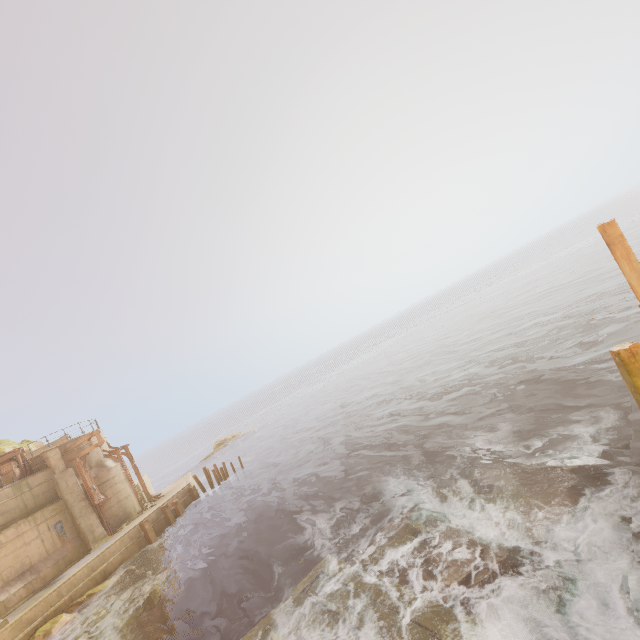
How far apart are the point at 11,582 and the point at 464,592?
23.3m

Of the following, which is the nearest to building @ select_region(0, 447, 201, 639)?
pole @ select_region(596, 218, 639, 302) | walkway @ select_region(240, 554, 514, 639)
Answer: walkway @ select_region(240, 554, 514, 639)

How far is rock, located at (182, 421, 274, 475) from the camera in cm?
4603

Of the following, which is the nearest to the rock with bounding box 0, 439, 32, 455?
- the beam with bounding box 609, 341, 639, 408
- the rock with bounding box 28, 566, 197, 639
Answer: the rock with bounding box 28, 566, 197, 639

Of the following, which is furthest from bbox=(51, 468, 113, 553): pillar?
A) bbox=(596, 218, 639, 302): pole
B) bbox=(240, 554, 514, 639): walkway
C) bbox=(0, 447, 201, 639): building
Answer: bbox=(596, 218, 639, 302): pole

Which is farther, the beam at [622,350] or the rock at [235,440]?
the rock at [235,440]

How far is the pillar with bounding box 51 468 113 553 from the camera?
20.1 meters

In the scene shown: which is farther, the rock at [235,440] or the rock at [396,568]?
the rock at [235,440]
